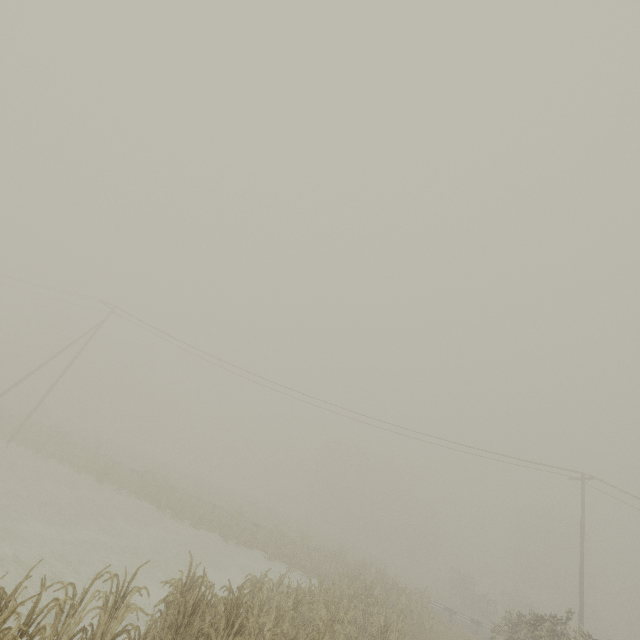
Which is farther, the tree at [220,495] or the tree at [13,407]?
the tree at [13,407]

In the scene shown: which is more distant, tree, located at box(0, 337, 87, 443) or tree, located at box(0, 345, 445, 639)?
tree, located at box(0, 337, 87, 443)

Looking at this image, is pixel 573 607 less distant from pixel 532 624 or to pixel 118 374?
pixel 532 624

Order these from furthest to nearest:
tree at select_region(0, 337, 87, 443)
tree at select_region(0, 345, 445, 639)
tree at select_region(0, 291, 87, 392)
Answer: tree at select_region(0, 291, 87, 392) < tree at select_region(0, 337, 87, 443) < tree at select_region(0, 345, 445, 639)

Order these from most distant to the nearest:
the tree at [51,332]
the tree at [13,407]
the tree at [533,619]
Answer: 1. the tree at [51,332]
2. the tree at [13,407]
3. the tree at [533,619]
